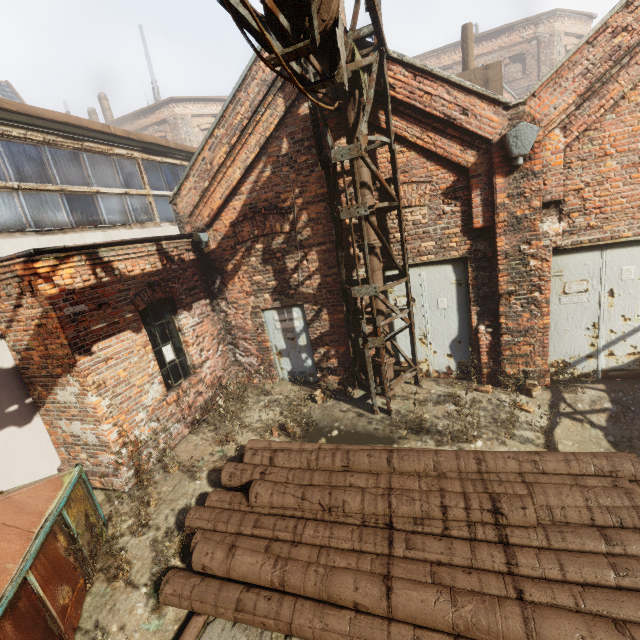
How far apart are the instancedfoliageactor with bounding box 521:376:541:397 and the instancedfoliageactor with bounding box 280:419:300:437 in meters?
4.2 m

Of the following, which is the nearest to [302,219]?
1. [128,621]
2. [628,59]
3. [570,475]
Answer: [628,59]

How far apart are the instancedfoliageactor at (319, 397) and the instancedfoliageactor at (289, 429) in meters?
0.9 m

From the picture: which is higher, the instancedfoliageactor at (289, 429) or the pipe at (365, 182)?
the pipe at (365, 182)

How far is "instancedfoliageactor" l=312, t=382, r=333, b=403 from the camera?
6.95m

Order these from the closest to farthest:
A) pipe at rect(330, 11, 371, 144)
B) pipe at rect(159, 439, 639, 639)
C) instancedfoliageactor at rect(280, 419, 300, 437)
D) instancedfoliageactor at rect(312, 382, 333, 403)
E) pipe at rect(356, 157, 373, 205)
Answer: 1. pipe at rect(159, 439, 639, 639)
2. pipe at rect(330, 11, 371, 144)
3. pipe at rect(356, 157, 373, 205)
4. instancedfoliageactor at rect(280, 419, 300, 437)
5. instancedfoliageactor at rect(312, 382, 333, 403)

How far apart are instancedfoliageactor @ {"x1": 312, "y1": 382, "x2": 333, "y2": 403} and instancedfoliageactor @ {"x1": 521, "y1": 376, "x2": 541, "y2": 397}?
3.6m

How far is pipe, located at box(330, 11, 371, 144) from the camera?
3.66m
